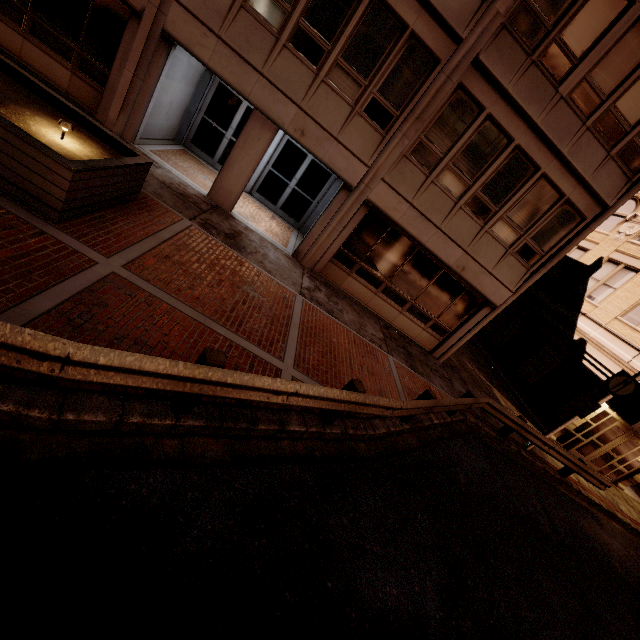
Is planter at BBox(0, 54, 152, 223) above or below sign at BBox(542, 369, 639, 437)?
below

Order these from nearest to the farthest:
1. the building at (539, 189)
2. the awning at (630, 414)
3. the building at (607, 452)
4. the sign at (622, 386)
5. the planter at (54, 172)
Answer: the planter at (54, 172), the building at (539, 189), the sign at (622, 386), the awning at (630, 414), the building at (607, 452)

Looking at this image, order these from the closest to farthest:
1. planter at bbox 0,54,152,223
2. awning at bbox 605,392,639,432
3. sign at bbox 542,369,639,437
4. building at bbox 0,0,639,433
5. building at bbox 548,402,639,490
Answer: planter at bbox 0,54,152,223 → building at bbox 0,0,639,433 → sign at bbox 542,369,639,437 → awning at bbox 605,392,639,432 → building at bbox 548,402,639,490

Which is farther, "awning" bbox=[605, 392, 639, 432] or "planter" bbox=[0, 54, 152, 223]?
"awning" bbox=[605, 392, 639, 432]

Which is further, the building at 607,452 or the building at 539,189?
the building at 607,452

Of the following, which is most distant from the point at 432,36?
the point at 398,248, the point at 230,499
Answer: the point at 230,499

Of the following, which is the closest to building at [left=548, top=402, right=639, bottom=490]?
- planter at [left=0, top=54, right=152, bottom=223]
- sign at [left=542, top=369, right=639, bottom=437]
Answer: planter at [left=0, top=54, right=152, bottom=223]

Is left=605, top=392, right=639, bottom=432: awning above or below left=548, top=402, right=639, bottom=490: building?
above
